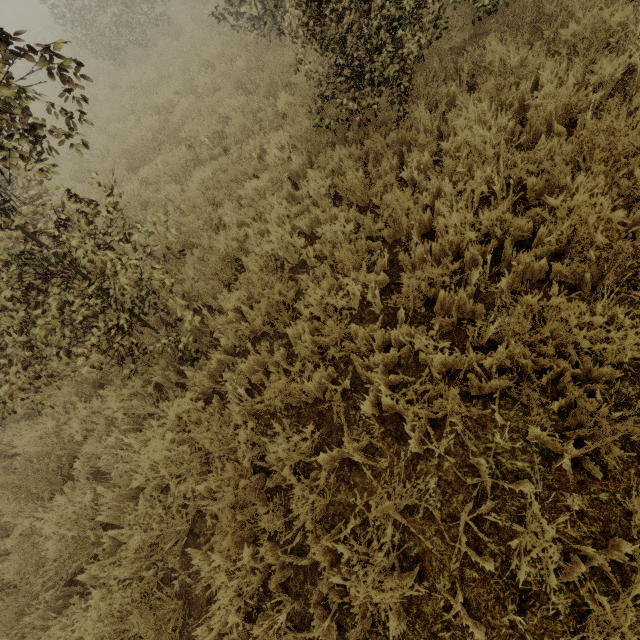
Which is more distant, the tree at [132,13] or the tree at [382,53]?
the tree at [382,53]

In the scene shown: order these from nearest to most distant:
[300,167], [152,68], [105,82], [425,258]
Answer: [425,258] < [300,167] < [152,68] < [105,82]

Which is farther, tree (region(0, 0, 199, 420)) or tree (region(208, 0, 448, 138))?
tree (region(208, 0, 448, 138))
